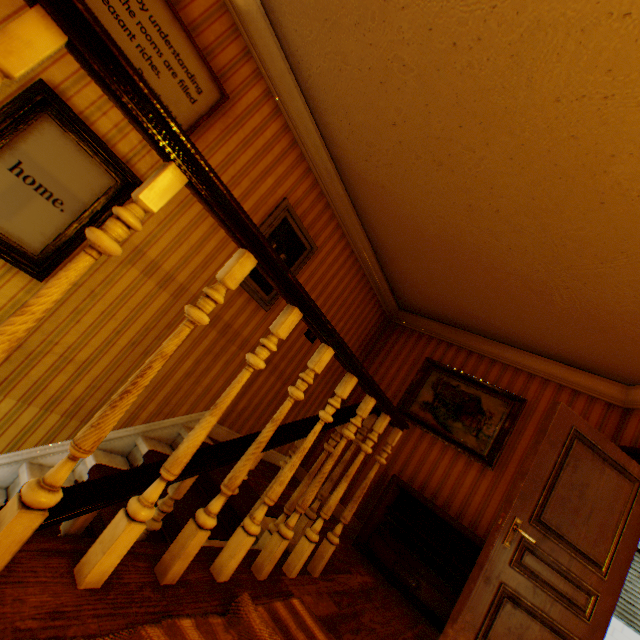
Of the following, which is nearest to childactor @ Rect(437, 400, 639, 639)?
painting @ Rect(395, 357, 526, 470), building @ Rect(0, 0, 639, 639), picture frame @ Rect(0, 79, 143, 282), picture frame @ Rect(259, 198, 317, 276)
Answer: building @ Rect(0, 0, 639, 639)

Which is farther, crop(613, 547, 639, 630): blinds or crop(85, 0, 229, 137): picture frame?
crop(613, 547, 639, 630): blinds

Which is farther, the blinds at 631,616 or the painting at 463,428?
the blinds at 631,616

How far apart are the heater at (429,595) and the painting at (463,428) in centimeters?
82cm

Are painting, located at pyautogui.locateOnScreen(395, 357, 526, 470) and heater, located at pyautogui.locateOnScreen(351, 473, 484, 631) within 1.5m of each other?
yes

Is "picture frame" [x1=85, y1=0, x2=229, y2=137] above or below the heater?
above

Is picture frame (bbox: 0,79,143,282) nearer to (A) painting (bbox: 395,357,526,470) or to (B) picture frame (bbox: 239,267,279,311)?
(B) picture frame (bbox: 239,267,279,311)

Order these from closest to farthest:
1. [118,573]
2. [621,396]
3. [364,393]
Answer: [118,573] → [621,396] → [364,393]
